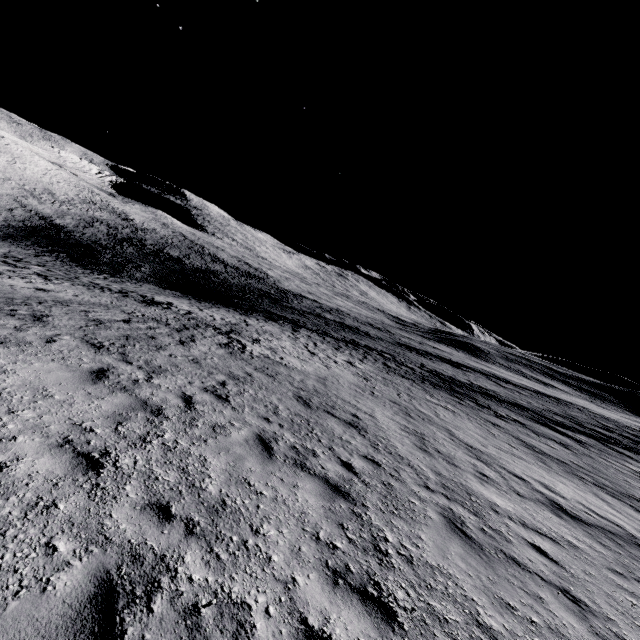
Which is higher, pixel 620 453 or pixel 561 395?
pixel 561 395
